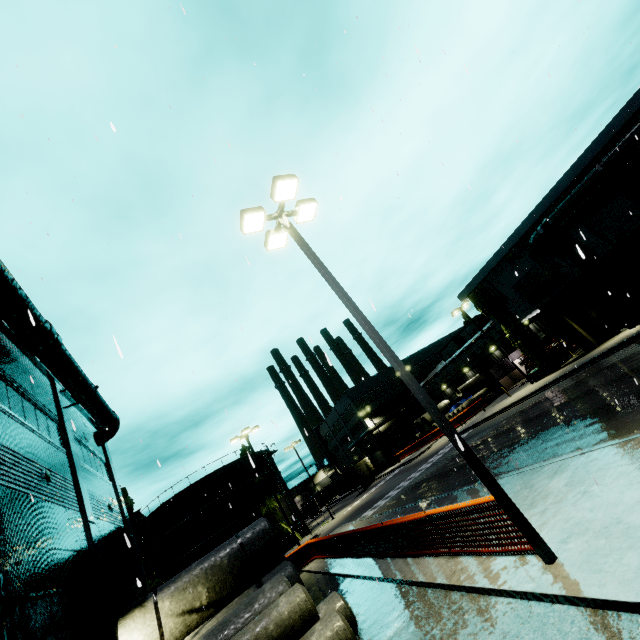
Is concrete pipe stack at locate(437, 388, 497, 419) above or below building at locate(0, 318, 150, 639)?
below

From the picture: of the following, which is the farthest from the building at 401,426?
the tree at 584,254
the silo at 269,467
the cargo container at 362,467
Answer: the cargo container at 362,467

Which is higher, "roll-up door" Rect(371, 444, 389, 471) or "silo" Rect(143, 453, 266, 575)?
"silo" Rect(143, 453, 266, 575)

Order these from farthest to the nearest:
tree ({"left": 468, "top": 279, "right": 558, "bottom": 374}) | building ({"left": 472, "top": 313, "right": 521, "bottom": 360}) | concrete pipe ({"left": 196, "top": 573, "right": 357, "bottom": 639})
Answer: building ({"left": 472, "top": 313, "right": 521, "bottom": 360}), tree ({"left": 468, "top": 279, "right": 558, "bottom": 374}), concrete pipe ({"left": 196, "top": 573, "right": 357, "bottom": 639})

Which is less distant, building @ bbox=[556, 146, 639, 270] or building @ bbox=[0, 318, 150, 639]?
building @ bbox=[0, 318, 150, 639]

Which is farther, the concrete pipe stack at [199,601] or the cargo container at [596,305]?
the cargo container at [596,305]

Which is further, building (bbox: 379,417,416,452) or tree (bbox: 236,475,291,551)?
building (bbox: 379,417,416,452)

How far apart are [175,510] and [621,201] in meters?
50.5
